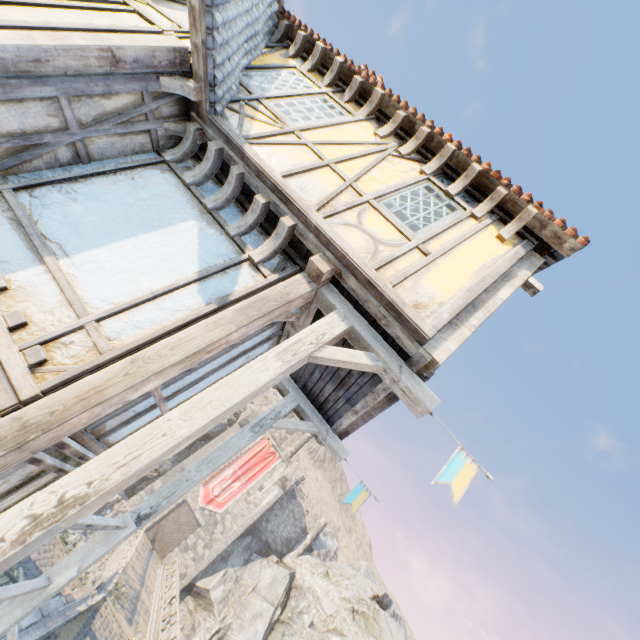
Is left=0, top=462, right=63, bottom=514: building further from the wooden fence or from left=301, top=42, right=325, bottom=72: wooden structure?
the wooden fence

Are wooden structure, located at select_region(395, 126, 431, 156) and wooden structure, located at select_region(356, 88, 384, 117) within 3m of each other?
yes

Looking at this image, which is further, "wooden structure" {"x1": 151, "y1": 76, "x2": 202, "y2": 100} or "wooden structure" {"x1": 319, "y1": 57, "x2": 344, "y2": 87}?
"wooden structure" {"x1": 319, "y1": 57, "x2": 344, "y2": 87}

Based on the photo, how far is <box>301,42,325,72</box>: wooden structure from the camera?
5.7 meters

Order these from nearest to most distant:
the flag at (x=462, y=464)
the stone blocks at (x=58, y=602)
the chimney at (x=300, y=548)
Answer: the flag at (x=462, y=464) → the stone blocks at (x=58, y=602) → the chimney at (x=300, y=548)

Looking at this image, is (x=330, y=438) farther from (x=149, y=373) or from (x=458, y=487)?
(x=149, y=373)

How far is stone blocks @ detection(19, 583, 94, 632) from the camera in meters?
8.2 m

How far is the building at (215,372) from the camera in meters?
Answer: 4.1
